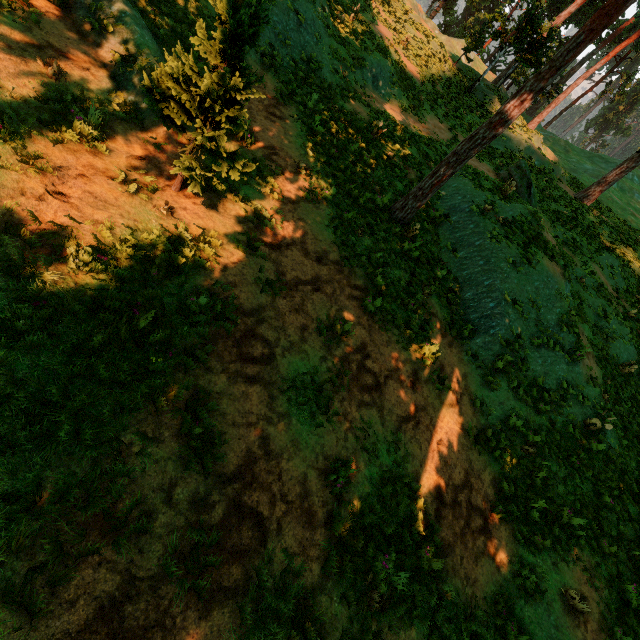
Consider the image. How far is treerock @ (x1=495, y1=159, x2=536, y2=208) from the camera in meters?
15.9 m

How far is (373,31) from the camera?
17.5m

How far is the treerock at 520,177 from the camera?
15.9 meters

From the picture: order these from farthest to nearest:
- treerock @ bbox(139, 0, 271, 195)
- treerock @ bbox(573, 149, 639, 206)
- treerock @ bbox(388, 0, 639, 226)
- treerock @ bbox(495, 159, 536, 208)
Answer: treerock @ bbox(573, 149, 639, 206) < treerock @ bbox(495, 159, 536, 208) < treerock @ bbox(388, 0, 639, 226) < treerock @ bbox(139, 0, 271, 195)

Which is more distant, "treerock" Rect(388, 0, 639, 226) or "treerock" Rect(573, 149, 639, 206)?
"treerock" Rect(573, 149, 639, 206)

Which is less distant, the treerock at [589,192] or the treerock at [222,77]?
the treerock at [222,77]
